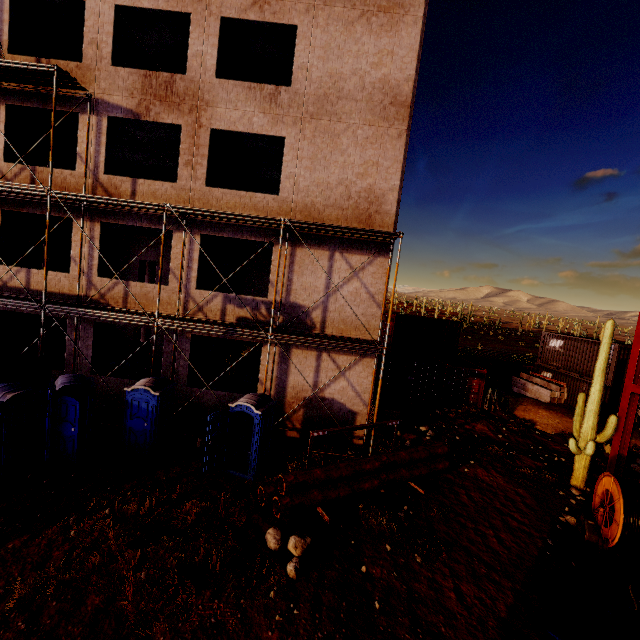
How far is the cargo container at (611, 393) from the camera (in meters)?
19.27

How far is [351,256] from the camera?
12.52m

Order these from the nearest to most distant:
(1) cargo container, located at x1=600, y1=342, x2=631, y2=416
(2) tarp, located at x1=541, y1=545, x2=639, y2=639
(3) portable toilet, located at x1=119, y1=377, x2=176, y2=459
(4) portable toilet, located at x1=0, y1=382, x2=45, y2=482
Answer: (2) tarp, located at x1=541, y1=545, x2=639, y2=639 → (4) portable toilet, located at x1=0, y1=382, x2=45, y2=482 → (3) portable toilet, located at x1=119, y1=377, x2=176, y2=459 → (1) cargo container, located at x1=600, y1=342, x2=631, y2=416

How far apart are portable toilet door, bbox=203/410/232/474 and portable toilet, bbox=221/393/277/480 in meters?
0.0 m

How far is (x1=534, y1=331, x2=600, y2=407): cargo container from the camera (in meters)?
20.78

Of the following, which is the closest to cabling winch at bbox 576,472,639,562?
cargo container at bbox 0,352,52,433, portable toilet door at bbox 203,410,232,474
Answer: portable toilet door at bbox 203,410,232,474

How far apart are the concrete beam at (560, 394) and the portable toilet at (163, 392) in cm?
2347

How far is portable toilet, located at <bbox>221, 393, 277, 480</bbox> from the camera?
9.85m
